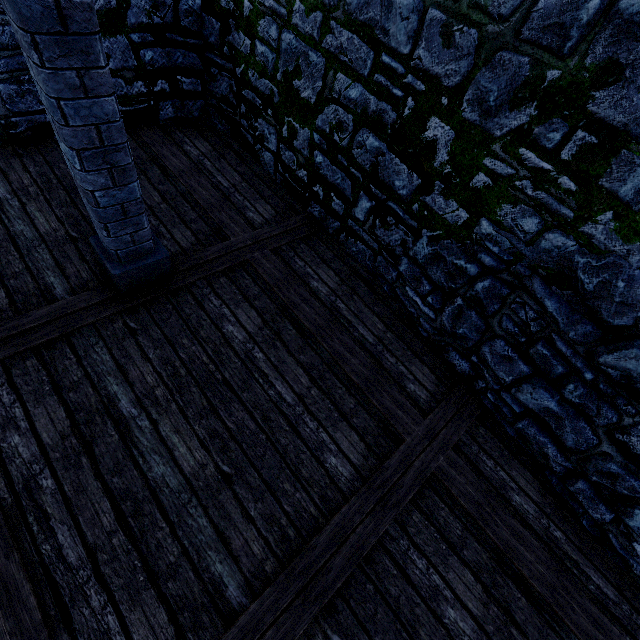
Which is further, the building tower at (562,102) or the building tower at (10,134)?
the building tower at (10,134)

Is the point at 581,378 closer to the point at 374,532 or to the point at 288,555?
the point at 374,532

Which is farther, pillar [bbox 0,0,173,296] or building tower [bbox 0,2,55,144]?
building tower [bbox 0,2,55,144]

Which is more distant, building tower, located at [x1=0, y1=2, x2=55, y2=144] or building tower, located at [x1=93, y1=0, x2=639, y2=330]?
building tower, located at [x1=0, y1=2, x2=55, y2=144]

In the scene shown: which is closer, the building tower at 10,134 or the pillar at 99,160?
the pillar at 99,160
